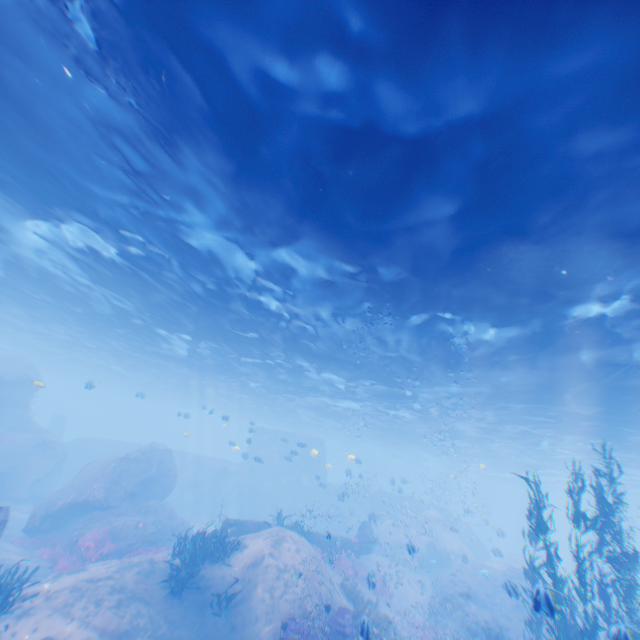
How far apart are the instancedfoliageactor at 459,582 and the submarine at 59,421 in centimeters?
4492cm

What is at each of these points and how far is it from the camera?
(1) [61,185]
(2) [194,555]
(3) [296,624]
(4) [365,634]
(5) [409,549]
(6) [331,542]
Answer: (1) light, 10.49m
(2) instancedfoliageactor, 12.14m
(3) instancedfoliageactor, 10.23m
(4) instancedfoliageactor, 7.48m
(5) rock, 10.69m
(6) plane, 19.12m

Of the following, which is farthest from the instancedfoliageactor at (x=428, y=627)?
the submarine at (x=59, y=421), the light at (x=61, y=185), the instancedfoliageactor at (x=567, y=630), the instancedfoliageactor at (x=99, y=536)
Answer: the submarine at (x=59, y=421)

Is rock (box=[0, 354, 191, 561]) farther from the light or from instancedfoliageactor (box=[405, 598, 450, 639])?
instancedfoliageactor (box=[405, 598, 450, 639])

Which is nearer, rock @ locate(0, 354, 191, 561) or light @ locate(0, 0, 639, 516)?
light @ locate(0, 0, 639, 516)

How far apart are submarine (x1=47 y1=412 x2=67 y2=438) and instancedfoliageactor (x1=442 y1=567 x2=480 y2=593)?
44.9 meters

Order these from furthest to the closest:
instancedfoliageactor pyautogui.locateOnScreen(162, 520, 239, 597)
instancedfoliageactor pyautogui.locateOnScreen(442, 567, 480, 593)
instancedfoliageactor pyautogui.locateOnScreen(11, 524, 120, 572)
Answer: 1. instancedfoliageactor pyautogui.locateOnScreen(442, 567, 480, 593)
2. instancedfoliageactor pyautogui.locateOnScreen(11, 524, 120, 572)
3. instancedfoliageactor pyautogui.locateOnScreen(162, 520, 239, 597)

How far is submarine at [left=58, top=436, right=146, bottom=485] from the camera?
34.6 meters
